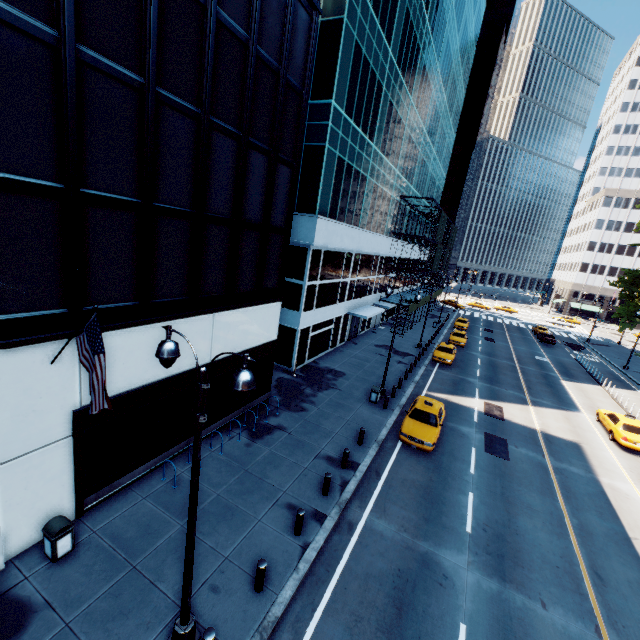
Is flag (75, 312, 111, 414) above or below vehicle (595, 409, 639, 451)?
above

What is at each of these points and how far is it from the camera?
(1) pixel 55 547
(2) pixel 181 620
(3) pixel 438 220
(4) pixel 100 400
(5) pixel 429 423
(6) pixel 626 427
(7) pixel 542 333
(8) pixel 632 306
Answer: (1) garbage can, 8.6 meters
(2) light, 7.3 meters
(3) scaffolding, 40.7 meters
(4) flag, 7.4 meters
(5) vehicle, 17.5 meters
(6) vehicle, 20.5 meters
(7) vehicle, 48.7 meters
(8) tree, 47.6 meters

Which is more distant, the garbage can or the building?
the garbage can

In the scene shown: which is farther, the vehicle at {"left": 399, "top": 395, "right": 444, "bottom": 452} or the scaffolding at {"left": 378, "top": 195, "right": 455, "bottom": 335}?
the scaffolding at {"left": 378, "top": 195, "right": 455, "bottom": 335}

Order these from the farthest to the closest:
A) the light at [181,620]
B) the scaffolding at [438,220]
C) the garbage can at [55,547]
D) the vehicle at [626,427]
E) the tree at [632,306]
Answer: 1. the tree at [632,306]
2. the scaffolding at [438,220]
3. the vehicle at [626,427]
4. the garbage can at [55,547]
5. the light at [181,620]

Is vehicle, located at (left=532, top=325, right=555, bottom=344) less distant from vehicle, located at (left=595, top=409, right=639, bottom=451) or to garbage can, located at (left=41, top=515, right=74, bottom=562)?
A: vehicle, located at (left=595, top=409, right=639, bottom=451)

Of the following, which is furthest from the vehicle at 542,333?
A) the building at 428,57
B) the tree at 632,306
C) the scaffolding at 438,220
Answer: the building at 428,57

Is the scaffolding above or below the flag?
above
